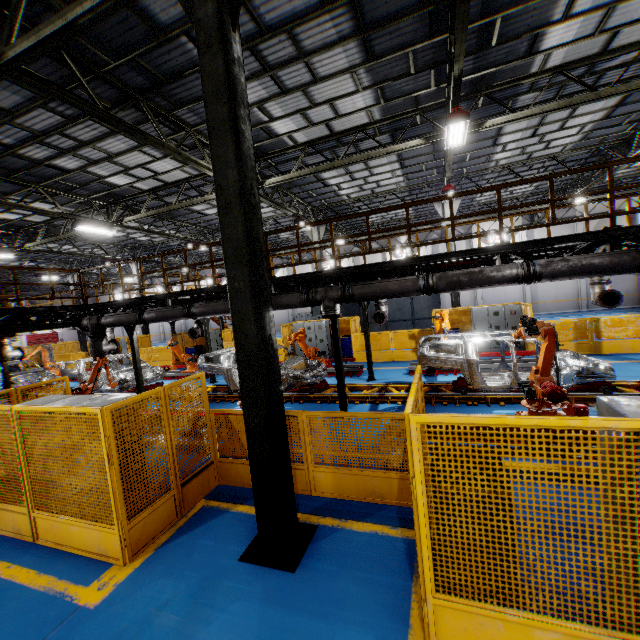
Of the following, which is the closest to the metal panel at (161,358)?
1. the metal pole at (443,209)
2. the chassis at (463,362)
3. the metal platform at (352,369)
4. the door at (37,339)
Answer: the metal pole at (443,209)

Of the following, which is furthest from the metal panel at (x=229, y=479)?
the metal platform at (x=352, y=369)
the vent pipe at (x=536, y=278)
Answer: the vent pipe at (x=536, y=278)

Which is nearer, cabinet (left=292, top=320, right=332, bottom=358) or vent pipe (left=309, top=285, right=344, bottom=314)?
vent pipe (left=309, top=285, right=344, bottom=314)

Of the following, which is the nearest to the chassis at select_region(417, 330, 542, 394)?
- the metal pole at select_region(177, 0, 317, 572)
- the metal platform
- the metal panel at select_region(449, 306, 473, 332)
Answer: the metal platform

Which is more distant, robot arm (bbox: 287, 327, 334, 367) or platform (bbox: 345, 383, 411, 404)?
robot arm (bbox: 287, 327, 334, 367)

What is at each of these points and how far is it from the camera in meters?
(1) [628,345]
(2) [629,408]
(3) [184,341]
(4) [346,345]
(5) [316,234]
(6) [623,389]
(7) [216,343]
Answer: (1) metal panel, 12.6
(2) cabinet, 2.6
(3) metal panel, 21.7
(4) toolbox, 17.7
(5) metal pole, 19.6
(6) platform, 8.5
(7) cabinet, 21.0

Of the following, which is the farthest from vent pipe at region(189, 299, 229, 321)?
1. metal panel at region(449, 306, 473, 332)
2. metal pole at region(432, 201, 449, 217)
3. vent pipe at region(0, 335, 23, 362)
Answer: metal pole at region(432, 201, 449, 217)

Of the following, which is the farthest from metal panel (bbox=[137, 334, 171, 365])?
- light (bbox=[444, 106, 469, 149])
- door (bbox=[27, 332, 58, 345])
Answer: door (bbox=[27, 332, 58, 345])
